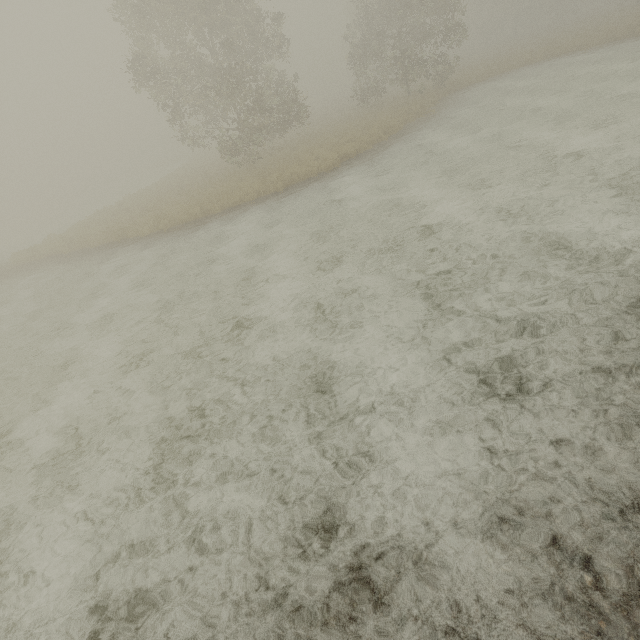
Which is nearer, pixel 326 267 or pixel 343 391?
pixel 343 391
